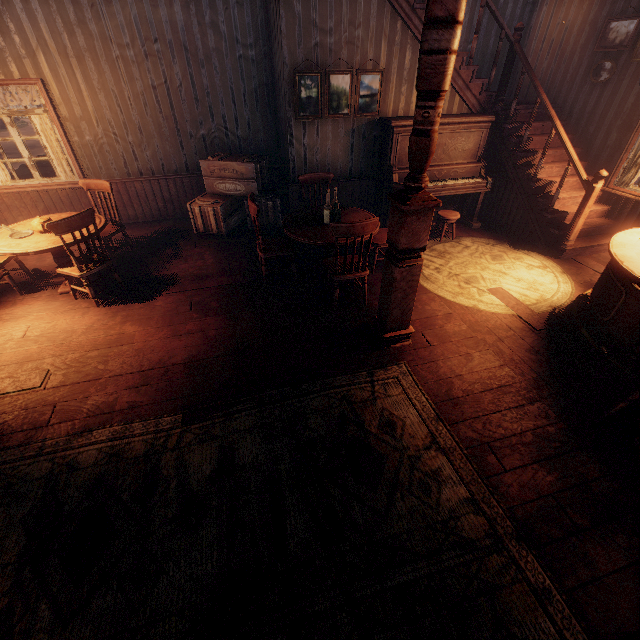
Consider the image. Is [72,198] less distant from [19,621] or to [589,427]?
[19,621]

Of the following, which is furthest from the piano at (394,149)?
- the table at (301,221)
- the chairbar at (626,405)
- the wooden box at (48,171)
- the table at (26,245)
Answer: the wooden box at (48,171)

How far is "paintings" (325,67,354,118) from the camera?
5.14m

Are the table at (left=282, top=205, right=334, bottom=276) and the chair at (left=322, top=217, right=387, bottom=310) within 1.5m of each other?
yes

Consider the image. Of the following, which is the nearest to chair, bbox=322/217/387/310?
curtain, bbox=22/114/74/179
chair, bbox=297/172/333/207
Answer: chair, bbox=297/172/333/207

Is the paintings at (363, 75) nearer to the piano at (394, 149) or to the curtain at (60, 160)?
the piano at (394, 149)

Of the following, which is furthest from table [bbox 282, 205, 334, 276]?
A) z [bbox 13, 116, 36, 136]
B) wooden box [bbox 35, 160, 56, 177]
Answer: wooden box [bbox 35, 160, 56, 177]

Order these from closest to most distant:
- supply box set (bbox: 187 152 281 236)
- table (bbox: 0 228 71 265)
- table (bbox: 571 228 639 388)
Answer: table (bbox: 571 228 639 388) → table (bbox: 0 228 71 265) → supply box set (bbox: 187 152 281 236)
